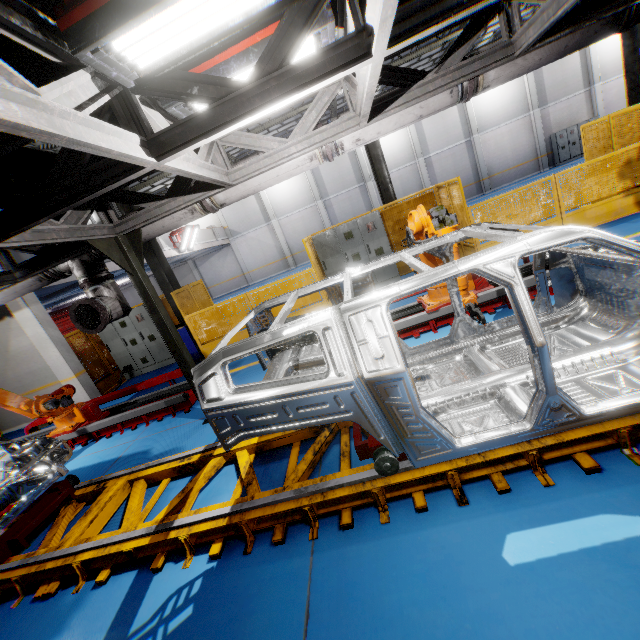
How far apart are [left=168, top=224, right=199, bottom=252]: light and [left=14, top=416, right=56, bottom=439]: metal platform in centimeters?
1183cm

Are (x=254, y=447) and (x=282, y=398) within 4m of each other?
yes

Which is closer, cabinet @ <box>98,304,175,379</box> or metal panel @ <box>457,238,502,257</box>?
metal panel @ <box>457,238,502,257</box>

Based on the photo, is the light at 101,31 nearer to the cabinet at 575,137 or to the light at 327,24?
the light at 327,24

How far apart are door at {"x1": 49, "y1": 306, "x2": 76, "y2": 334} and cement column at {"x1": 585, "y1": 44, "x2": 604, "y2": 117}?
39.36m

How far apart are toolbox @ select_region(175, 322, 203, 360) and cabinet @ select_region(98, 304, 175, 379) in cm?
85

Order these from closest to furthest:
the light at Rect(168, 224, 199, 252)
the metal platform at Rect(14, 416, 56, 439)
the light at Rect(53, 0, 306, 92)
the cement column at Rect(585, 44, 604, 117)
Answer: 1. the light at Rect(53, 0, 306, 92)
2. the metal platform at Rect(14, 416, 56, 439)
3. the light at Rect(168, 224, 199, 252)
4. the cement column at Rect(585, 44, 604, 117)

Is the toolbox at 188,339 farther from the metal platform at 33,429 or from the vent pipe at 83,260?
the vent pipe at 83,260
